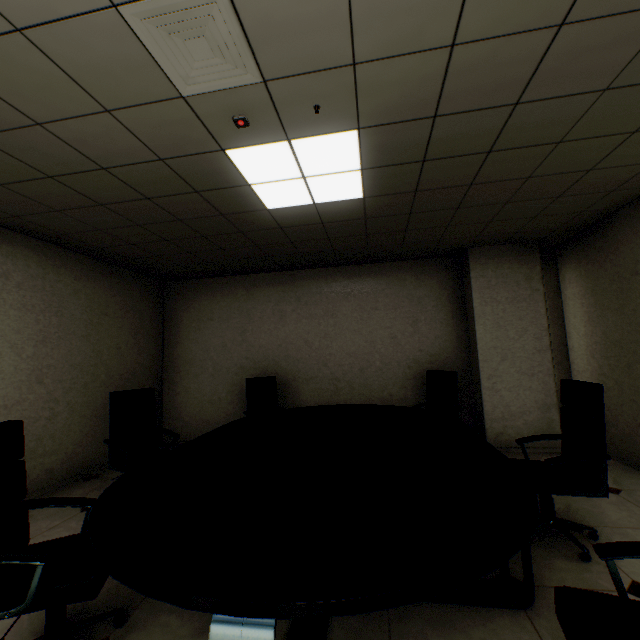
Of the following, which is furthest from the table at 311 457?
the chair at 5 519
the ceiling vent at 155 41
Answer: the ceiling vent at 155 41

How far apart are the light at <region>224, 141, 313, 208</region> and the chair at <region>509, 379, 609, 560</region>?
2.41m

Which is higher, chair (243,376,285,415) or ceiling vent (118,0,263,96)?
ceiling vent (118,0,263,96)

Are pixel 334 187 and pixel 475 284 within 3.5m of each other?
yes

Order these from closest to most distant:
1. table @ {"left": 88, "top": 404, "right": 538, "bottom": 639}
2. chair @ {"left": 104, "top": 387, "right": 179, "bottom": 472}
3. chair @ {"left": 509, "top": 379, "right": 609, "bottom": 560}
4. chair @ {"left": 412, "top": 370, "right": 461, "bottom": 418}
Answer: table @ {"left": 88, "top": 404, "right": 538, "bottom": 639}
chair @ {"left": 509, "top": 379, "right": 609, "bottom": 560}
chair @ {"left": 104, "top": 387, "right": 179, "bottom": 472}
chair @ {"left": 412, "top": 370, "right": 461, "bottom": 418}

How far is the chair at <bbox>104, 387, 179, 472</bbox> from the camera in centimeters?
321cm

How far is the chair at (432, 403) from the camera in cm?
435

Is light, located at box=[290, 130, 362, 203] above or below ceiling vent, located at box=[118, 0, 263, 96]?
above
